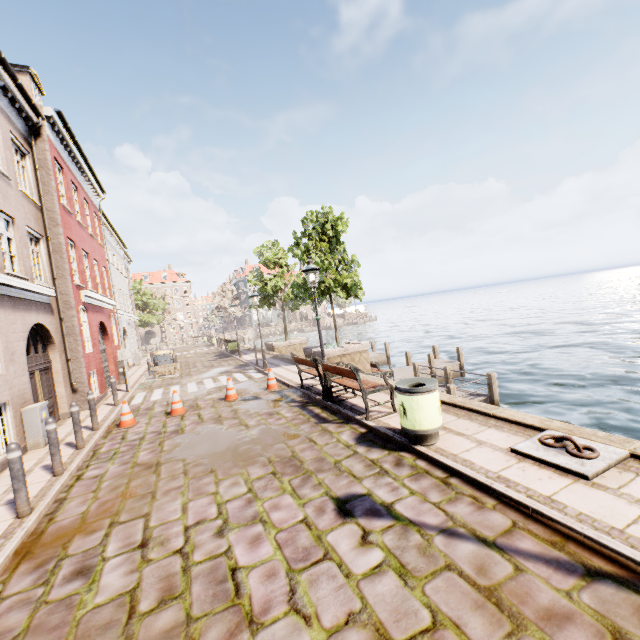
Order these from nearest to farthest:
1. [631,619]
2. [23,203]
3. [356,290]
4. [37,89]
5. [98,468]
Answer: [631,619]
[98,468]
[23,203]
[37,89]
[356,290]

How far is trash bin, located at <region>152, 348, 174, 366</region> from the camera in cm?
1969

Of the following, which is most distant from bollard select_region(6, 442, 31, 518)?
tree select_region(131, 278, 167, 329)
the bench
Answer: tree select_region(131, 278, 167, 329)

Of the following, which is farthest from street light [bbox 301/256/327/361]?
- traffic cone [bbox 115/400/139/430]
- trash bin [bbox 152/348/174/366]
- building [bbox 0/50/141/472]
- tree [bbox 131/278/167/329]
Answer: tree [bbox 131/278/167/329]

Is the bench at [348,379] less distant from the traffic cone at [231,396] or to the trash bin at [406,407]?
the trash bin at [406,407]

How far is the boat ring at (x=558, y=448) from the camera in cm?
397

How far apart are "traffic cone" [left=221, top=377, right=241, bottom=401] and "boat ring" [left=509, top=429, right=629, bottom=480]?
8.0 meters

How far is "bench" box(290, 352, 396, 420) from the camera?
6.75m
